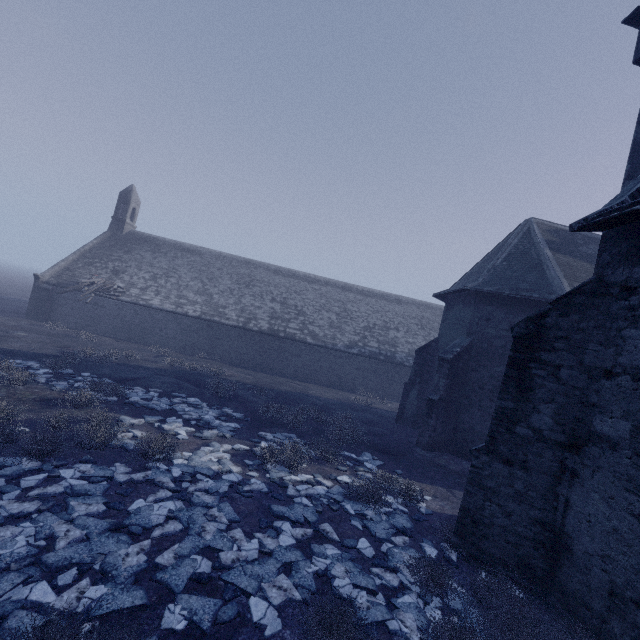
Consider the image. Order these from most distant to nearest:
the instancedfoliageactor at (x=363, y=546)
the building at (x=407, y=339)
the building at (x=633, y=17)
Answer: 1. the building at (x=633, y=17)
2. the instancedfoliageactor at (x=363, y=546)
3. the building at (x=407, y=339)

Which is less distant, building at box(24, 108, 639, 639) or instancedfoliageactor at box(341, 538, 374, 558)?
building at box(24, 108, 639, 639)

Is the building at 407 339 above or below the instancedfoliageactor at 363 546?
above

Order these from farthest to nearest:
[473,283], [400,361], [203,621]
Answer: [400,361] → [473,283] → [203,621]

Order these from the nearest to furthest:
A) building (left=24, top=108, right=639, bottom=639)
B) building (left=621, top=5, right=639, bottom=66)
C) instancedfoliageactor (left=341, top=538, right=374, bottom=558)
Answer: building (left=24, top=108, right=639, bottom=639)
instancedfoliageactor (left=341, top=538, right=374, bottom=558)
building (left=621, top=5, right=639, bottom=66)

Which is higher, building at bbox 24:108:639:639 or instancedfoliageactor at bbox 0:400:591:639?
building at bbox 24:108:639:639
